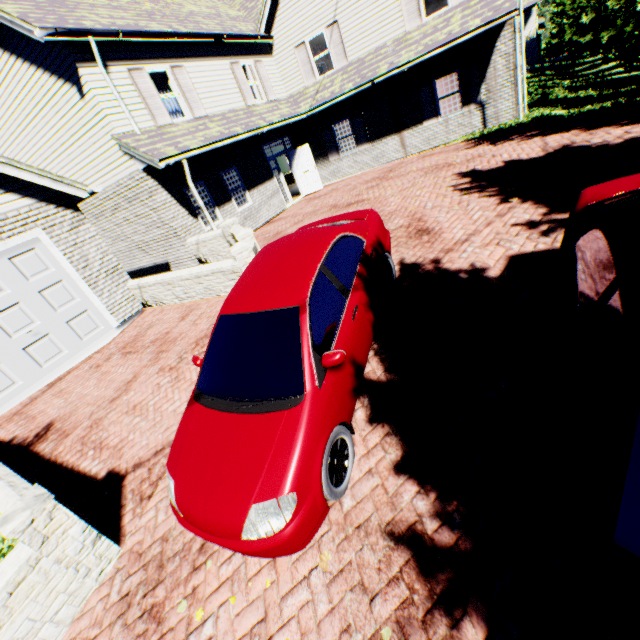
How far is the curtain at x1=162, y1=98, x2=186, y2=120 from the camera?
11.26m

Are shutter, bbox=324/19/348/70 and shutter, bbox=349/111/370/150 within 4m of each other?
yes

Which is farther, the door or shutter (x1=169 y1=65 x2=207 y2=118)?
the door

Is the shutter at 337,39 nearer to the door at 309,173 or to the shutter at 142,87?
the door at 309,173

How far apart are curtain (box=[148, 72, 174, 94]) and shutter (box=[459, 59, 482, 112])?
10.63m

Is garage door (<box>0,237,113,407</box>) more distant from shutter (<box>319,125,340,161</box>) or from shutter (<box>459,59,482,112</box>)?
shutter (<box>459,59,482,112</box>)

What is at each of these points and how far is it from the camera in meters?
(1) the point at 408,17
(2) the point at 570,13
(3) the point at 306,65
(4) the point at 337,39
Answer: (1) shutter, 12.6
(2) tree, 47.9
(3) shutter, 15.1
(4) shutter, 14.0

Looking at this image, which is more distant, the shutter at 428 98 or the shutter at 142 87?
the shutter at 428 98
